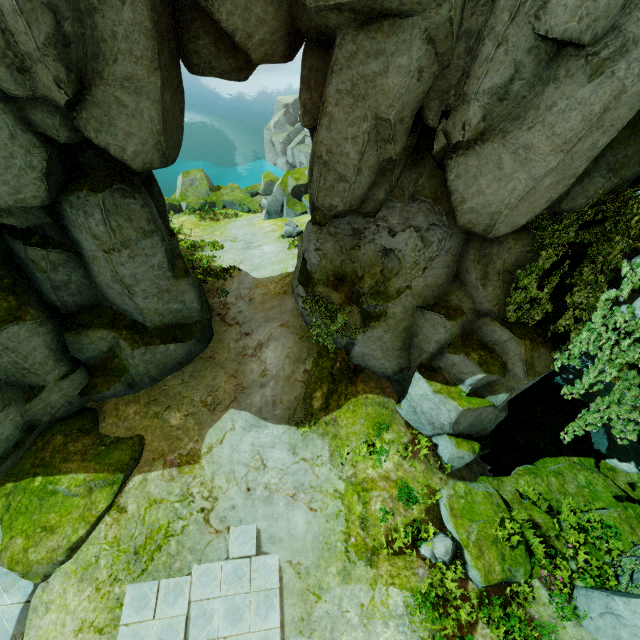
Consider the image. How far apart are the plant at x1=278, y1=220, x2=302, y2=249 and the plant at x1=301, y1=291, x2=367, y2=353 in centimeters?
674cm

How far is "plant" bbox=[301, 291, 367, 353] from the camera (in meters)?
10.21

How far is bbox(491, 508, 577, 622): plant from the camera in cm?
879

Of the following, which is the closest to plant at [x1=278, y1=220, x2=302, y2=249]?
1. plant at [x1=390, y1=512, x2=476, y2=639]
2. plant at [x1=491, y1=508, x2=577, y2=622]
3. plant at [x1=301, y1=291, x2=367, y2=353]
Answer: plant at [x1=301, y1=291, x2=367, y2=353]

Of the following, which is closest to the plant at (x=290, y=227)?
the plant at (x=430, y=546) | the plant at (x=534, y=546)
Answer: the plant at (x=430, y=546)

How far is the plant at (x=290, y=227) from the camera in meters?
16.7

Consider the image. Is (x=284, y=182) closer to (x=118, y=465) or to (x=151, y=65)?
(x=151, y=65)

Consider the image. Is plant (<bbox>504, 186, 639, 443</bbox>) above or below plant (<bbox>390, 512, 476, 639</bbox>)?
above
